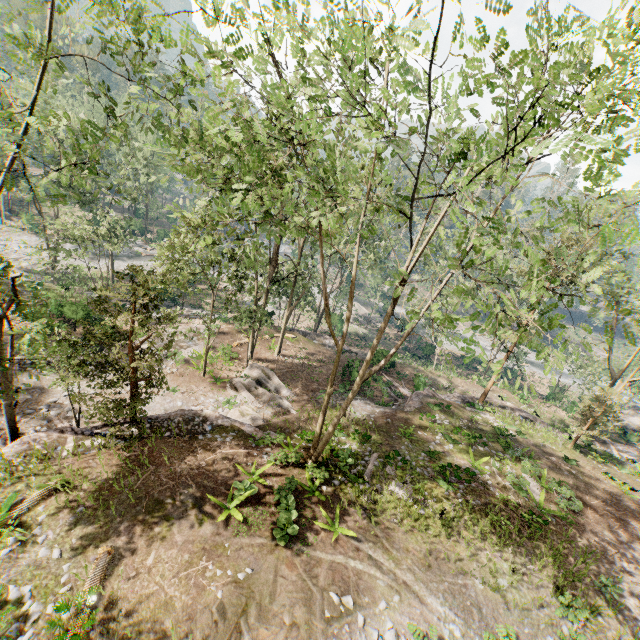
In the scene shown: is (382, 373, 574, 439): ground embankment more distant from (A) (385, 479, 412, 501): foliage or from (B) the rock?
(B) the rock

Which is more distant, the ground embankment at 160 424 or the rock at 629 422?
the rock at 629 422

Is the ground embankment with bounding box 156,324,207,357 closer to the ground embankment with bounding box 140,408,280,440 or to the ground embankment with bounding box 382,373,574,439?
the ground embankment with bounding box 140,408,280,440

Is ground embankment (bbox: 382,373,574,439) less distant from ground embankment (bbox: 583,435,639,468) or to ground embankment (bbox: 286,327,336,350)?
ground embankment (bbox: 583,435,639,468)

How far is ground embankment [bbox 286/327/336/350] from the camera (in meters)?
33.66

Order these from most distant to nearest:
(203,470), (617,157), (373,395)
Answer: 1. (373,395)
2. (203,470)
3. (617,157)

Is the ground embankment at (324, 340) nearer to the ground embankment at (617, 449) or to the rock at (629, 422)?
the ground embankment at (617, 449)

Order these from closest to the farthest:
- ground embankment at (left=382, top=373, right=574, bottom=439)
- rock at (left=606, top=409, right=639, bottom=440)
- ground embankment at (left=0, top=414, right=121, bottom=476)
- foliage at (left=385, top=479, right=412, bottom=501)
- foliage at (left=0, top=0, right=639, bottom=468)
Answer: foliage at (left=0, top=0, right=639, bottom=468) < ground embankment at (left=0, top=414, right=121, bottom=476) < foliage at (left=385, top=479, right=412, bottom=501) < ground embankment at (left=382, top=373, right=574, bottom=439) < rock at (left=606, top=409, right=639, bottom=440)
